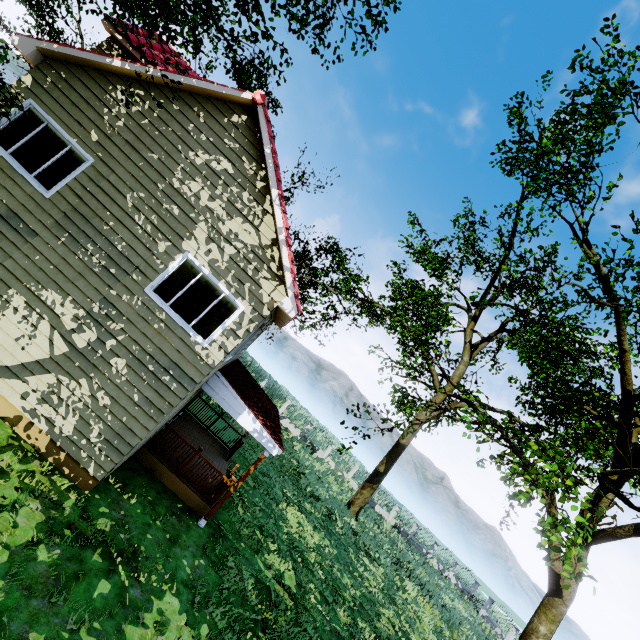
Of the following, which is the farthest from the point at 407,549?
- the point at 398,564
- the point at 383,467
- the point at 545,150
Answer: the point at 545,150

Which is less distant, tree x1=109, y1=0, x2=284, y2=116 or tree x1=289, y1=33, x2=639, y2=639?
tree x1=109, y1=0, x2=284, y2=116

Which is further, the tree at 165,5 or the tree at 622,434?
the tree at 622,434
